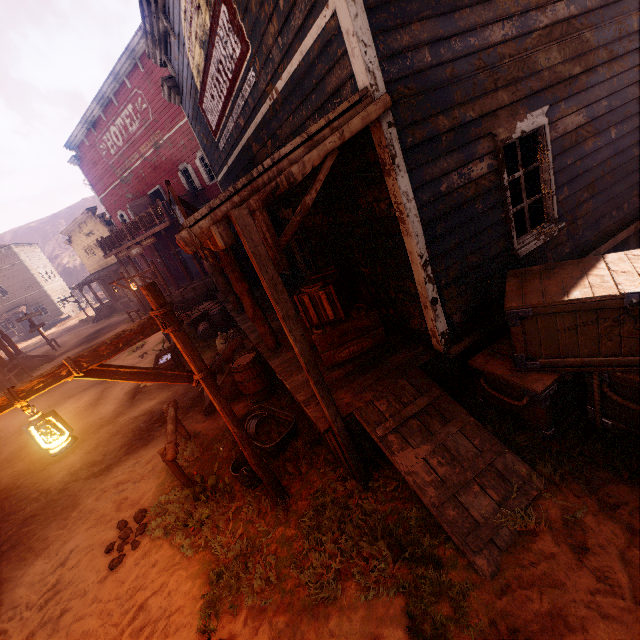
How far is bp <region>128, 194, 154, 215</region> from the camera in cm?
2177

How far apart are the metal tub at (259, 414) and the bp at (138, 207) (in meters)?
20.58

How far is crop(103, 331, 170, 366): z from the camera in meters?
13.1

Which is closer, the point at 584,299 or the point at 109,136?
the point at 584,299

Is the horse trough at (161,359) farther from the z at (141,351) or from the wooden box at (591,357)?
the wooden box at (591,357)

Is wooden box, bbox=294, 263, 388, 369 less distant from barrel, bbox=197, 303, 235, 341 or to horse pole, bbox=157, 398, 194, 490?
horse pole, bbox=157, 398, 194, 490

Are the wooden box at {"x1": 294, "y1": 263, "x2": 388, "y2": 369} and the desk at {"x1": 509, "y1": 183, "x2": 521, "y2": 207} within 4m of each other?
yes

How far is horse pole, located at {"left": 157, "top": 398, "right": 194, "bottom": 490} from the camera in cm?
506
